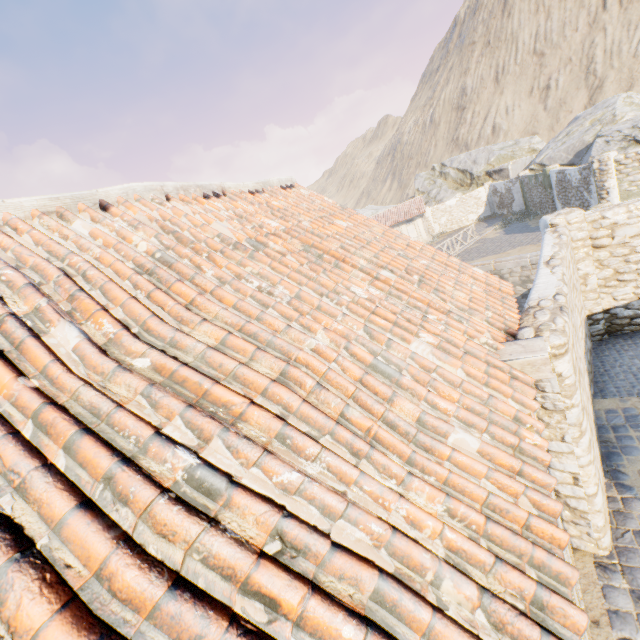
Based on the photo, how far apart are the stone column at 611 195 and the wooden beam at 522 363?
16.4 meters

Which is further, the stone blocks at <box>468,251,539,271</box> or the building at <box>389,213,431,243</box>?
the building at <box>389,213,431,243</box>

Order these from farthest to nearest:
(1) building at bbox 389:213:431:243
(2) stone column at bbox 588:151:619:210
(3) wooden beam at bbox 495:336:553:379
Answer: (1) building at bbox 389:213:431:243 → (2) stone column at bbox 588:151:619:210 → (3) wooden beam at bbox 495:336:553:379

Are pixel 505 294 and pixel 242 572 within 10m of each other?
yes

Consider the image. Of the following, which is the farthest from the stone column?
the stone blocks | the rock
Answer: the rock

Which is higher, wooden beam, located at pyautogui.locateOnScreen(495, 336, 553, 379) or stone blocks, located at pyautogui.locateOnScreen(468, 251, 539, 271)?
wooden beam, located at pyautogui.locateOnScreen(495, 336, 553, 379)

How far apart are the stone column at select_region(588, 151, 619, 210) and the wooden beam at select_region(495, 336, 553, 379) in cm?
1643

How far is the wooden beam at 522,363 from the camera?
2.9m
